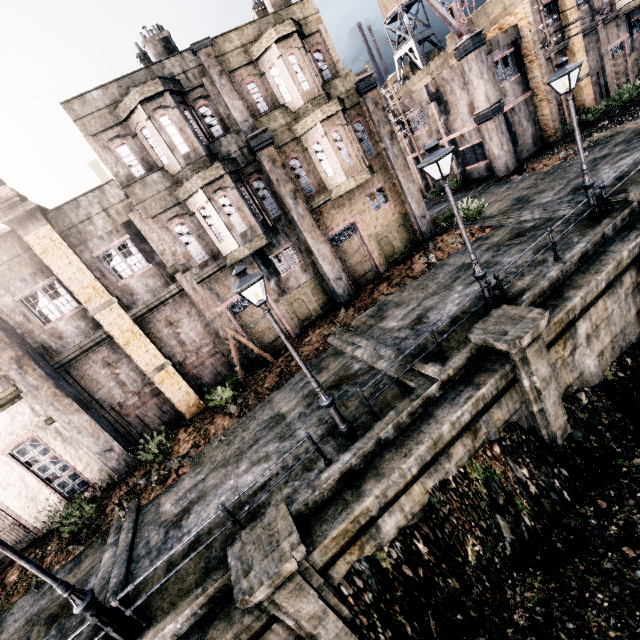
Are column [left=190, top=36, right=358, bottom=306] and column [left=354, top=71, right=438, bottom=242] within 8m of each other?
yes

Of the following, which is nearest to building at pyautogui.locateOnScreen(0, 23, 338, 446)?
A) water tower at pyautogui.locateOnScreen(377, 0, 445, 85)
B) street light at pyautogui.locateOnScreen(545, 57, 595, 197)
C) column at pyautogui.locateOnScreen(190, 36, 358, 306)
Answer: column at pyautogui.locateOnScreen(190, 36, 358, 306)

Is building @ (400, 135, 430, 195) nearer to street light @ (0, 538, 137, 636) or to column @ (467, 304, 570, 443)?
column @ (467, 304, 570, 443)

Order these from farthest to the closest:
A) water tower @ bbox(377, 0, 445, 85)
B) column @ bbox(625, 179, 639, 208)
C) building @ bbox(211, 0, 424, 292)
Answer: water tower @ bbox(377, 0, 445, 85) → building @ bbox(211, 0, 424, 292) → column @ bbox(625, 179, 639, 208)

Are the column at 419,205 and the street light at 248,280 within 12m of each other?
no

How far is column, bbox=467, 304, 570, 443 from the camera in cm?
890

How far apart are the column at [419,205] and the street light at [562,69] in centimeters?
812cm

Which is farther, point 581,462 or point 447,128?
point 447,128
